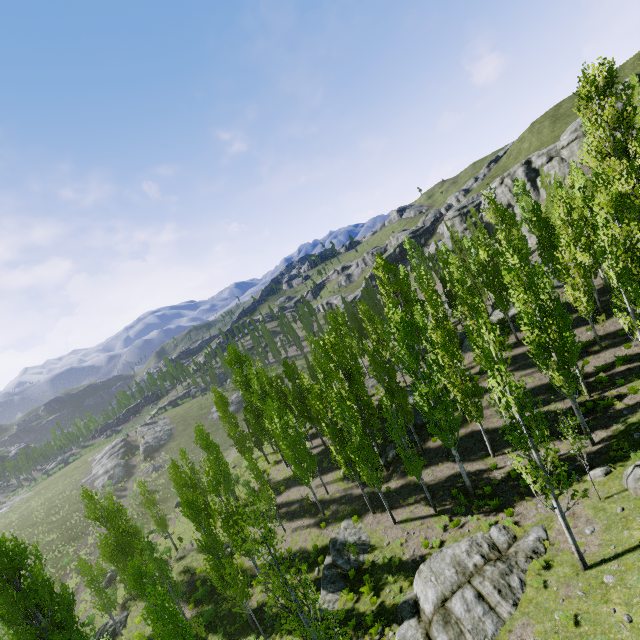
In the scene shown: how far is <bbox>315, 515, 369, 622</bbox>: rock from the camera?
19.3m

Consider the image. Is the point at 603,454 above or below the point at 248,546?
below

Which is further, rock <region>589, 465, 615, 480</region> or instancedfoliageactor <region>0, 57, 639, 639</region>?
rock <region>589, 465, 615, 480</region>

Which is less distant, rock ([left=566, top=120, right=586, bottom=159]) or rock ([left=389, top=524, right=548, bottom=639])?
rock ([left=389, top=524, right=548, bottom=639])

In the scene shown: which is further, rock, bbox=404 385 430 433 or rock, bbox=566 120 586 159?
rock, bbox=566 120 586 159

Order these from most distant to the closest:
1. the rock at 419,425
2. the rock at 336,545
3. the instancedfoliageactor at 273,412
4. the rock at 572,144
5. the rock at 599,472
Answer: the rock at 572,144 < the rock at 419,425 < the rock at 336,545 < the rock at 599,472 < the instancedfoliageactor at 273,412

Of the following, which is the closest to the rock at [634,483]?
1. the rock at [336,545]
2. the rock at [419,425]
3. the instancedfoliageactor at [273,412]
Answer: the instancedfoliageactor at [273,412]

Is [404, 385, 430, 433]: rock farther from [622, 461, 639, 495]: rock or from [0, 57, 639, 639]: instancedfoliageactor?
[622, 461, 639, 495]: rock
